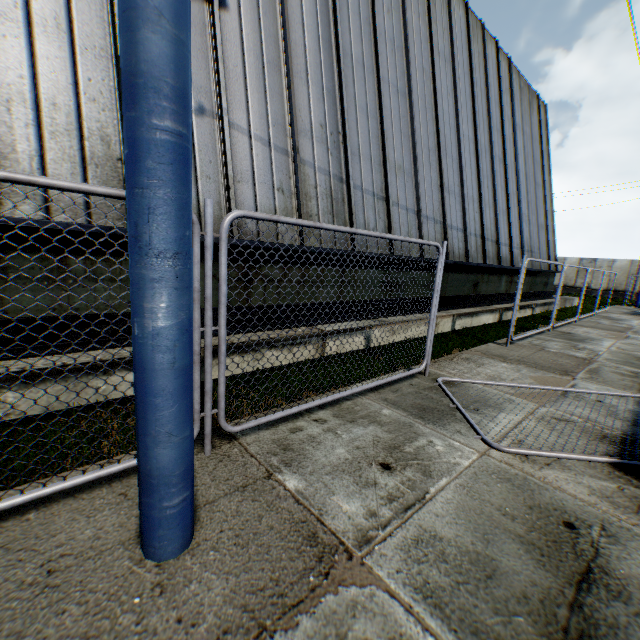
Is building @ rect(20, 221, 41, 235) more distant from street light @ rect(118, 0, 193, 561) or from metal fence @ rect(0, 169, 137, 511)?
street light @ rect(118, 0, 193, 561)

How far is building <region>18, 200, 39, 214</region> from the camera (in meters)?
3.64

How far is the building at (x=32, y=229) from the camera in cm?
350

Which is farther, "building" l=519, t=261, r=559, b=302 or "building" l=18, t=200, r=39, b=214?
"building" l=519, t=261, r=559, b=302

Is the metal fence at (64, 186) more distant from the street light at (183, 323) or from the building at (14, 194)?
the building at (14, 194)

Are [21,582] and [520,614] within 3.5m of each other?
yes
